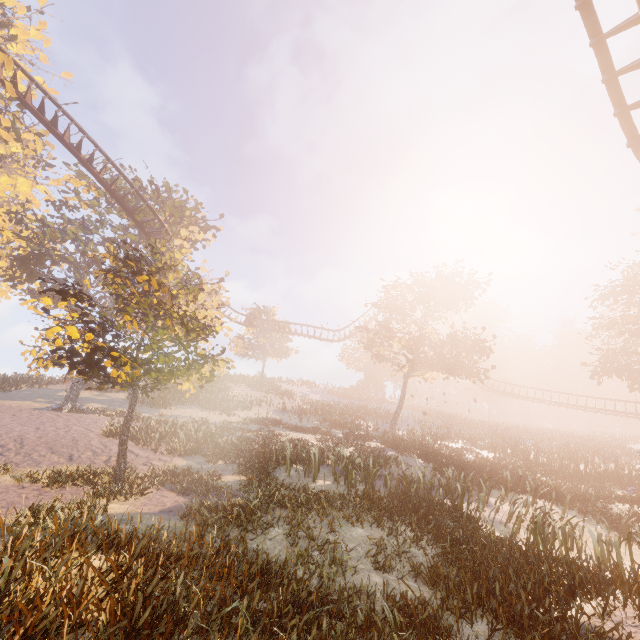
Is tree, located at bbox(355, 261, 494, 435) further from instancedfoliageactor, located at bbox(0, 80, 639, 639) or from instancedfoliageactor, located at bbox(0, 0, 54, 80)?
instancedfoliageactor, located at bbox(0, 0, 54, 80)

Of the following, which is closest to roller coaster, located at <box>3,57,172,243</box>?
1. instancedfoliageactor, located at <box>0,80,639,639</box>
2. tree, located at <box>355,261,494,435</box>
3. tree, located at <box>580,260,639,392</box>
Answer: tree, located at <box>580,260,639,392</box>

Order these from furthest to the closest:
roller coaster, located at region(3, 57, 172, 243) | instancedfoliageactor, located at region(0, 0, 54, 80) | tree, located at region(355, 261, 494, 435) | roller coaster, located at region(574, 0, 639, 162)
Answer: tree, located at region(355, 261, 494, 435)
instancedfoliageactor, located at region(0, 0, 54, 80)
roller coaster, located at region(3, 57, 172, 243)
roller coaster, located at region(574, 0, 639, 162)

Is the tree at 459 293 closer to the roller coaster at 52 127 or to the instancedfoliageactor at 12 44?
the roller coaster at 52 127

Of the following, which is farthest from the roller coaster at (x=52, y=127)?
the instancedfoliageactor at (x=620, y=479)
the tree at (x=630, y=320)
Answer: the instancedfoliageactor at (x=620, y=479)

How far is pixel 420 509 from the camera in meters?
9.1 m

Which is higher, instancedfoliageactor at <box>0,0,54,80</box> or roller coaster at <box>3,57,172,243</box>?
instancedfoliageactor at <box>0,0,54,80</box>

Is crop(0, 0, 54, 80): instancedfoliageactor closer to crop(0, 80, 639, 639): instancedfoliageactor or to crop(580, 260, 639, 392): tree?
crop(0, 80, 639, 639): instancedfoliageactor
